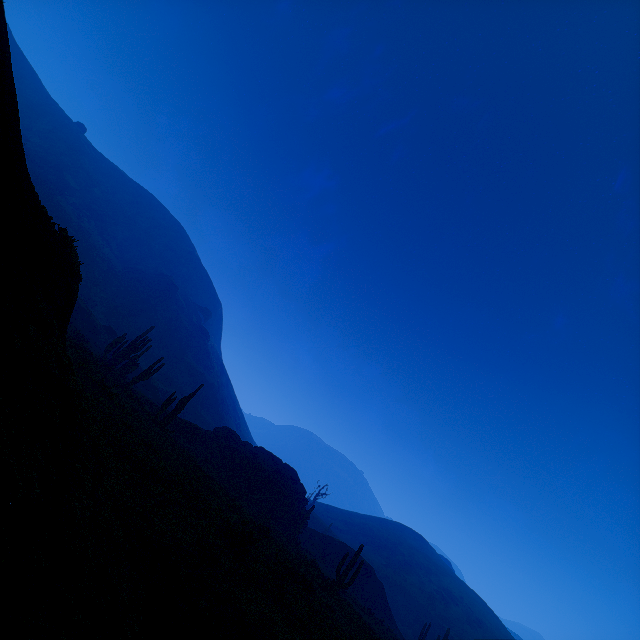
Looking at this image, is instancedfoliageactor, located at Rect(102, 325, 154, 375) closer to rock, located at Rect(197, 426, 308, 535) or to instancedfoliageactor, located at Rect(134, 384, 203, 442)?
instancedfoliageactor, located at Rect(134, 384, 203, 442)

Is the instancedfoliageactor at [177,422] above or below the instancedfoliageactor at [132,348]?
below

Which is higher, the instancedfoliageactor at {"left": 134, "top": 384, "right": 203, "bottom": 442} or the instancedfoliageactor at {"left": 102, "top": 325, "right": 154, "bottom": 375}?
the instancedfoliageactor at {"left": 102, "top": 325, "right": 154, "bottom": 375}

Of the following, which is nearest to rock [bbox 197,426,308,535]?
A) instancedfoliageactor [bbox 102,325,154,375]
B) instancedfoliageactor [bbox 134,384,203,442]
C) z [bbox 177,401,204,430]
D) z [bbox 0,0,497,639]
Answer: instancedfoliageactor [bbox 134,384,203,442]

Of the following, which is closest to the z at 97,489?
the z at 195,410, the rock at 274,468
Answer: the rock at 274,468

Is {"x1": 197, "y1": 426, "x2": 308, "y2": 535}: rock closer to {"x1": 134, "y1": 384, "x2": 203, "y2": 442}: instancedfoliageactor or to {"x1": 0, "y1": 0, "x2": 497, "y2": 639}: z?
{"x1": 134, "y1": 384, "x2": 203, "y2": 442}: instancedfoliageactor

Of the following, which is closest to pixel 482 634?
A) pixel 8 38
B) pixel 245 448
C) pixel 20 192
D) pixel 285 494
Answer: pixel 285 494

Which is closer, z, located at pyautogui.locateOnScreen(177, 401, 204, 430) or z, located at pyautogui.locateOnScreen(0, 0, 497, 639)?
z, located at pyautogui.locateOnScreen(0, 0, 497, 639)
